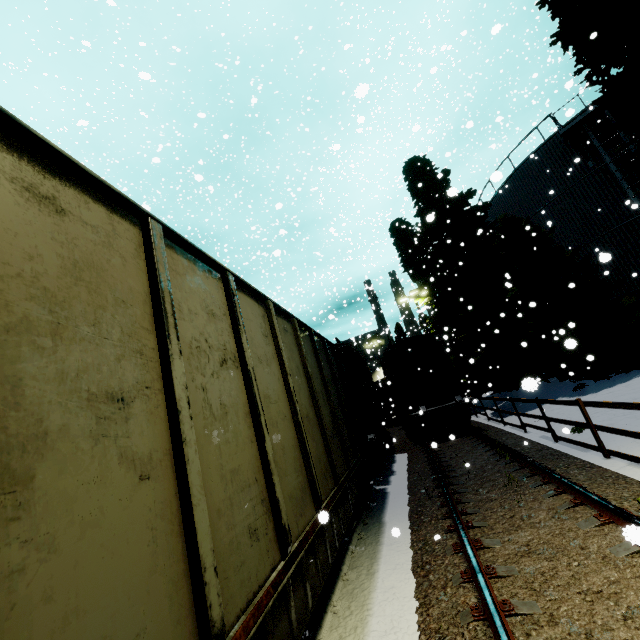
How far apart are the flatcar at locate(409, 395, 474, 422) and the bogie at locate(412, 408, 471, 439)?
0.0 meters

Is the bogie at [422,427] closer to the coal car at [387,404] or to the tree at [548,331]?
the tree at [548,331]

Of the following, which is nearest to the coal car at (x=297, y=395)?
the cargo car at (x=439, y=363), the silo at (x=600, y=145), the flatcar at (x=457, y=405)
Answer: the cargo car at (x=439, y=363)

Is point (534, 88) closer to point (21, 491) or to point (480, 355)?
point (480, 355)

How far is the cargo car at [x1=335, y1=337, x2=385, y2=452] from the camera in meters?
11.7

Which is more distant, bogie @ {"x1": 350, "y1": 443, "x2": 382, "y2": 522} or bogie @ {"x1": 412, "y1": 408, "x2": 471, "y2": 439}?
bogie @ {"x1": 412, "y1": 408, "x2": 471, "y2": 439}

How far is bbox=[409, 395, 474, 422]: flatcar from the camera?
14.61m

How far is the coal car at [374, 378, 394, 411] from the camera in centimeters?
2930cm
